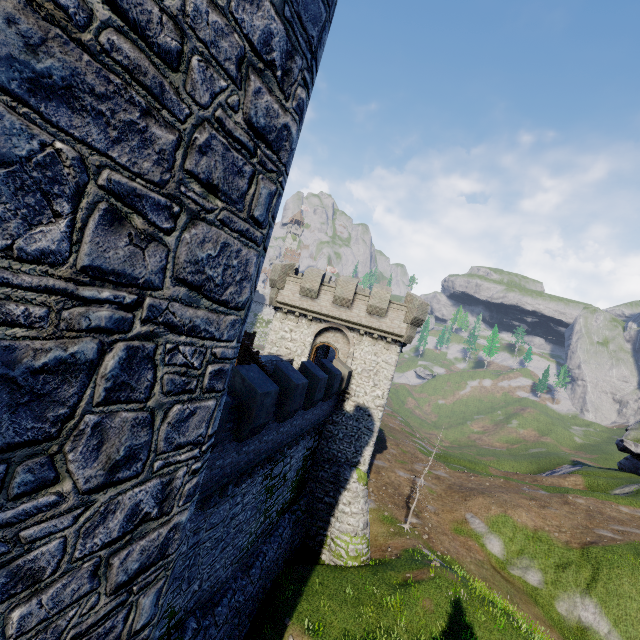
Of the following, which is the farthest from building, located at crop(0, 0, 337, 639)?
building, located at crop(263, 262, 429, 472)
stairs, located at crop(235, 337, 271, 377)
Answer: building, located at crop(263, 262, 429, 472)

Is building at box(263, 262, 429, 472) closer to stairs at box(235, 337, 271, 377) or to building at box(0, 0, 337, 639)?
stairs at box(235, 337, 271, 377)

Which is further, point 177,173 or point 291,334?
point 291,334

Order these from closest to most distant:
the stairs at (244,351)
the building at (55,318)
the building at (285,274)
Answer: the building at (55,318) < the stairs at (244,351) < the building at (285,274)

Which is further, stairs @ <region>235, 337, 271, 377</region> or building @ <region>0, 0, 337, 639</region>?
stairs @ <region>235, 337, 271, 377</region>

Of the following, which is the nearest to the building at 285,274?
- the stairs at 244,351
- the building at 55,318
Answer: the stairs at 244,351

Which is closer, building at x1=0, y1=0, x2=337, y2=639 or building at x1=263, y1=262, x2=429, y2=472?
building at x1=0, y1=0, x2=337, y2=639

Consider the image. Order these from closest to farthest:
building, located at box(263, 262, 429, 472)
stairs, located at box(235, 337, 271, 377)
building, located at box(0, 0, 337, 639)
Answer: building, located at box(0, 0, 337, 639), stairs, located at box(235, 337, 271, 377), building, located at box(263, 262, 429, 472)
